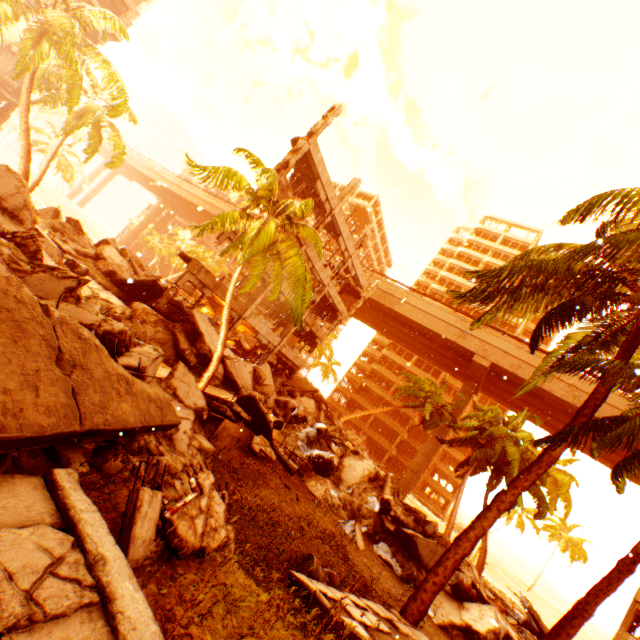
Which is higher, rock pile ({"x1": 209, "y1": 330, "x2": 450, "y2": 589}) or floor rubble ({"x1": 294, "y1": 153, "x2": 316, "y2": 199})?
floor rubble ({"x1": 294, "y1": 153, "x2": 316, "y2": 199})

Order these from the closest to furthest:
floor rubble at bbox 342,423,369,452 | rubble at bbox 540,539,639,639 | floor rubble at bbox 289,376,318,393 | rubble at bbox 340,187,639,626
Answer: rubble at bbox 540,539,639,639, rubble at bbox 340,187,639,626, floor rubble at bbox 289,376,318,393, floor rubble at bbox 342,423,369,452

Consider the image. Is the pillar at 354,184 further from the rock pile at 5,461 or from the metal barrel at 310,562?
the metal barrel at 310,562

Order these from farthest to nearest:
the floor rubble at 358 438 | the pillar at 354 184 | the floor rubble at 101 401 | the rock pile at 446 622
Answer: the floor rubble at 358 438
the pillar at 354 184
the rock pile at 446 622
the floor rubble at 101 401

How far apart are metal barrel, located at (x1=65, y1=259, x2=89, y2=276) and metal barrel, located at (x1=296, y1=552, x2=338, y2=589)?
11.6m

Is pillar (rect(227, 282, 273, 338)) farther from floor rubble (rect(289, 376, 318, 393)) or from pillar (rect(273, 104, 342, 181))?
floor rubble (rect(289, 376, 318, 393))

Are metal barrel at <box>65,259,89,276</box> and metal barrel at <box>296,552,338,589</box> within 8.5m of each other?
no

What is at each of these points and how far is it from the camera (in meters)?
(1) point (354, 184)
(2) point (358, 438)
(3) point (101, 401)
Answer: (1) pillar, 21.72
(2) floor rubble, 46.91
(3) floor rubble, 4.33
